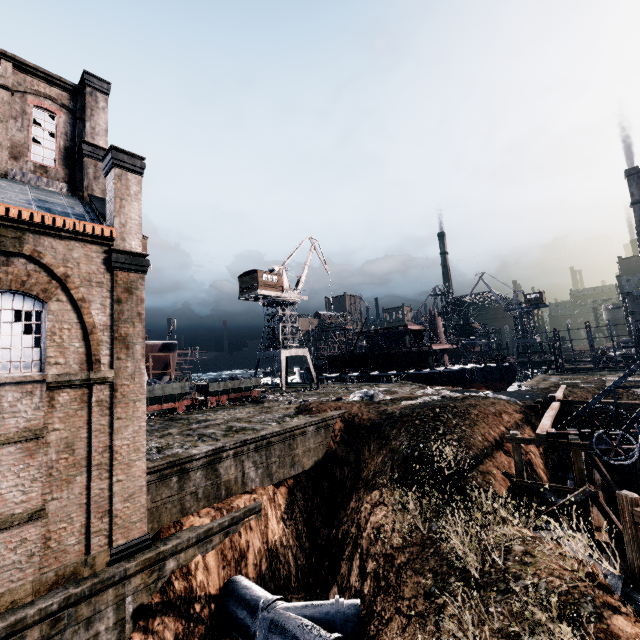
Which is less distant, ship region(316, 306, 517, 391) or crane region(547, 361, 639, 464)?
crane region(547, 361, 639, 464)

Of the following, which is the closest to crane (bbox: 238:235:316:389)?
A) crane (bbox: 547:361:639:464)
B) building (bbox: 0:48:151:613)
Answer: building (bbox: 0:48:151:613)

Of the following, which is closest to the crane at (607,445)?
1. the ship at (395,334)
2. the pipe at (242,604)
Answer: the pipe at (242,604)

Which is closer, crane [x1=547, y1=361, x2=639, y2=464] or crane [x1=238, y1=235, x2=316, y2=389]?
crane [x1=547, y1=361, x2=639, y2=464]

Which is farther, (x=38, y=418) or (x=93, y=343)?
(x=93, y=343)

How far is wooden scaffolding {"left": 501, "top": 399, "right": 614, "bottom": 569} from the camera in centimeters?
1271cm

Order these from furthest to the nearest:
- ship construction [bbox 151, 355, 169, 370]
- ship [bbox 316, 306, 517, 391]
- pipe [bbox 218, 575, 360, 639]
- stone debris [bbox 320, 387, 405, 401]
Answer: ship construction [bbox 151, 355, 169, 370]
ship [bbox 316, 306, 517, 391]
stone debris [bbox 320, 387, 405, 401]
pipe [bbox 218, 575, 360, 639]

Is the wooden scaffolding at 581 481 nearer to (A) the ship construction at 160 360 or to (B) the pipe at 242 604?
(B) the pipe at 242 604
